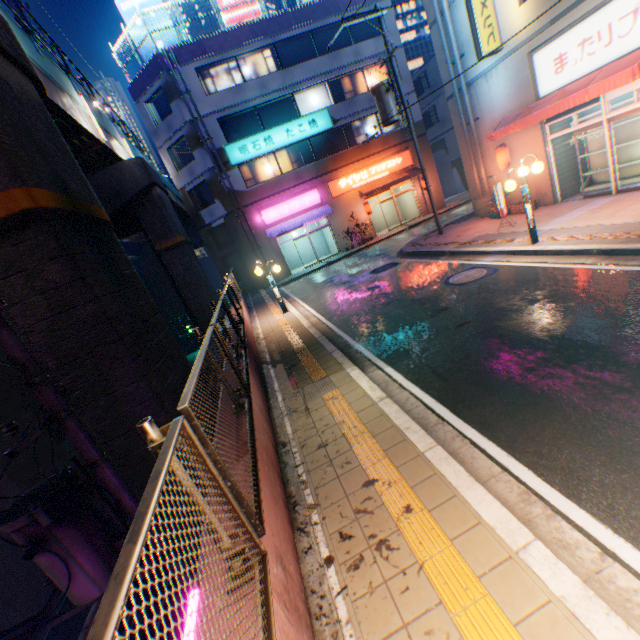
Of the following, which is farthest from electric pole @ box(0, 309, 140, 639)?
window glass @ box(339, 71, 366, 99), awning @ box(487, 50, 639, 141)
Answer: window glass @ box(339, 71, 366, 99)

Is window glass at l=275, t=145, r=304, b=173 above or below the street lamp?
above

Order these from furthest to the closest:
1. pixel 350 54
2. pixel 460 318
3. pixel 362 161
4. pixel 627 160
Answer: pixel 362 161
pixel 350 54
pixel 627 160
pixel 460 318

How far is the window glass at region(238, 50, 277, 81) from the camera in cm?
2142

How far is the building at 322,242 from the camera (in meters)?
26.31

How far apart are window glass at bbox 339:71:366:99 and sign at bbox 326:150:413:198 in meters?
4.5 m

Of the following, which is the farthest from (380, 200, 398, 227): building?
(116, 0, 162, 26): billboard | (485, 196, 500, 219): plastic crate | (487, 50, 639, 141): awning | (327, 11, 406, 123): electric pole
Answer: (487, 50, 639, 141): awning

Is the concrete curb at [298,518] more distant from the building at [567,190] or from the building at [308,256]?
the building at [567,190]
